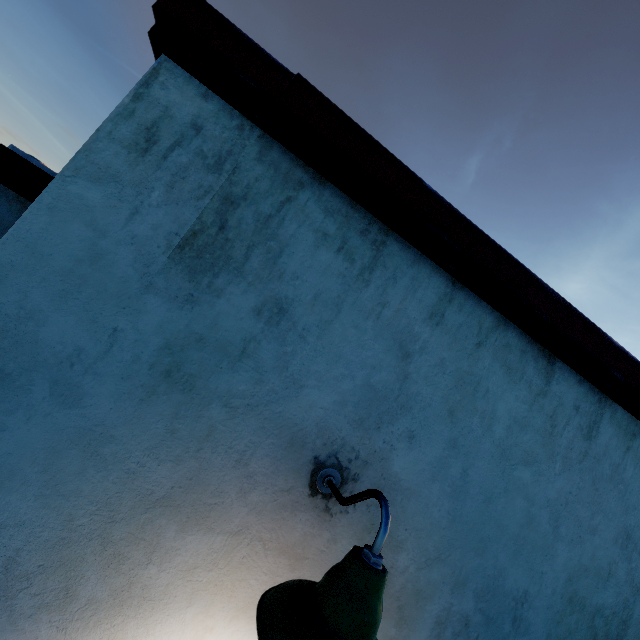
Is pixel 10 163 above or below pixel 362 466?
above

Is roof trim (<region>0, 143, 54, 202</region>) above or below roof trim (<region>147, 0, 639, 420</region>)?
below

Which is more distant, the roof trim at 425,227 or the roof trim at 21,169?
the roof trim at 21,169

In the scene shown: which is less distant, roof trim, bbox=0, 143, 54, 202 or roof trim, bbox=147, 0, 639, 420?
roof trim, bbox=147, 0, 639, 420

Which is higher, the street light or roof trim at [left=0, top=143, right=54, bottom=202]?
roof trim at [left=0, top=143, right=54, bottom=202]

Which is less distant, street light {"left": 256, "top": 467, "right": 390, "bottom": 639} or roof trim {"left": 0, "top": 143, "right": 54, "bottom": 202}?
street light {"left": 256, "top": 467, "right": 390, "bottom": 639}

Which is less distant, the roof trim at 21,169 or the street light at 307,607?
the street light at 307,607
